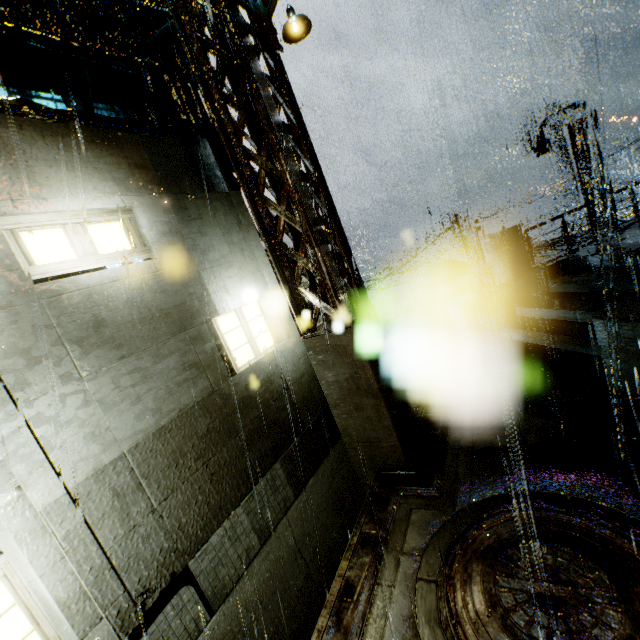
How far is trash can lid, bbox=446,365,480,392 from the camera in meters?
7.7 m

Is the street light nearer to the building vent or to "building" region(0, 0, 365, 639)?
"building" region(0, 0, 365, 639)

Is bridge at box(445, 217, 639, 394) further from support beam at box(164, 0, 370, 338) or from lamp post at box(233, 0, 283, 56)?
lamp post at box(233, 0, 283, 56)

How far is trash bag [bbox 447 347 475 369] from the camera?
8.23m

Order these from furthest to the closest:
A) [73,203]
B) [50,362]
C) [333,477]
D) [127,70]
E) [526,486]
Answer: [333,477], [127,70], [526,486], [73,203], [50,362]

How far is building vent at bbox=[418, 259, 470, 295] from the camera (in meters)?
23.23

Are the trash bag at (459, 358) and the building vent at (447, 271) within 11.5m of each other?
no

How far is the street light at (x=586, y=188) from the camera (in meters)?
15.56
